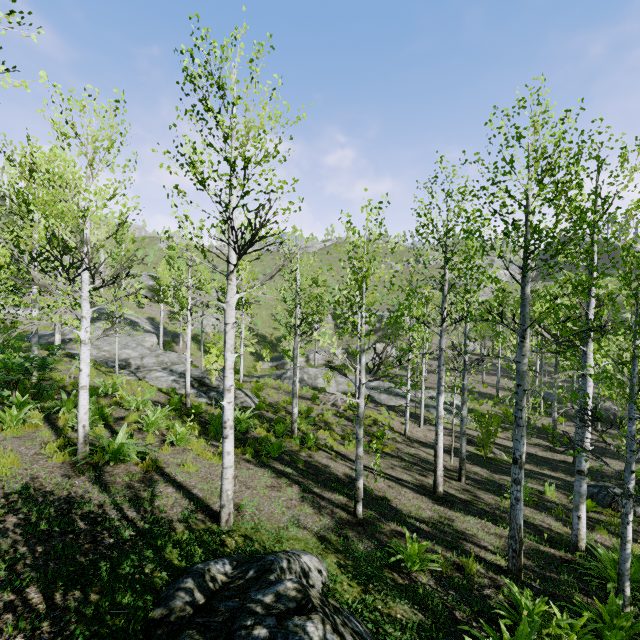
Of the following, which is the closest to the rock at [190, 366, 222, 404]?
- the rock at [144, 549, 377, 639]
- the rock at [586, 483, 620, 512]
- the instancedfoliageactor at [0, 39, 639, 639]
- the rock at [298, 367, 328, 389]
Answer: the instancedfoliageactor at [0, 39, 639, 639]

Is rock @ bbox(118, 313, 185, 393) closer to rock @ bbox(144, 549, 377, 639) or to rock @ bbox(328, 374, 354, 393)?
rock @ bbox(328, 374, 354, 393)

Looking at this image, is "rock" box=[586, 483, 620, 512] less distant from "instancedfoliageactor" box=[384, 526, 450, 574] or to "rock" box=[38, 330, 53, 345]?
"instancedfoliageactor" box=[384, 526, 450, 574]

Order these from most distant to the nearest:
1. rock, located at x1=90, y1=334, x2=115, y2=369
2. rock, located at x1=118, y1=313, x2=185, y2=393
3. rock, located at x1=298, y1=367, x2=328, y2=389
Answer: rock, located at x1=298, y1=367, x2=328, y2=389
rock, located at x1=90, y1=334, x2=115, y2=369
rock, located at x1=118, y1=313, x2=185, y2=393

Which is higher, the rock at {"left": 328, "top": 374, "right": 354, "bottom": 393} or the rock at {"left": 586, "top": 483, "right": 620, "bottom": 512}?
the rock at {"left": 328, "top": 374, "right": 354, "bottom": 393}

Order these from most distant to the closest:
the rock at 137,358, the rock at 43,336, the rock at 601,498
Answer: the rock at 43,336 < the rock at 137,358 < the rock at 601,498

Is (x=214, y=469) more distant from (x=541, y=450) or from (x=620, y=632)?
(x=541, y=450)

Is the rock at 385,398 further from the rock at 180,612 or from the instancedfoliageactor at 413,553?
the rock at 180,612
